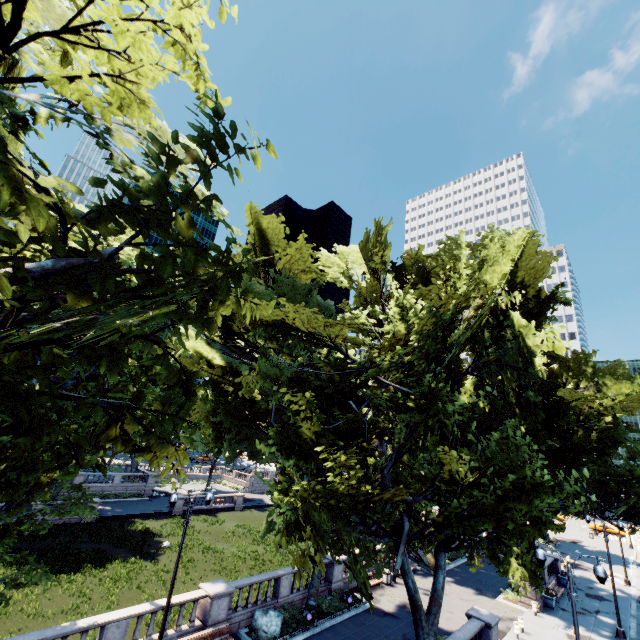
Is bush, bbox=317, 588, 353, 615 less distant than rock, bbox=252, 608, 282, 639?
No

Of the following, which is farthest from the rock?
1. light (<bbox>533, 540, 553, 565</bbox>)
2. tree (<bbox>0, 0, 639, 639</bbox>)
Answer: light (<bbox>533, 540, 553, 565</bbox>)

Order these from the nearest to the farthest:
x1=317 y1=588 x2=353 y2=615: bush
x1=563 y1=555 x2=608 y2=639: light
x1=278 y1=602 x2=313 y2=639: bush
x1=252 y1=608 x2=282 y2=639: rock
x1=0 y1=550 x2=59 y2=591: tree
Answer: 1. x1=563 y1=555 x2=608 y2=639: light
2. x1=0 y1=550 x2=59 y2=591: tree
3. x1=252 y1=608 x2=282 y2=639: rock
4. x1=278 y1=602 x2=313 y2=639: bush
5. x1=317 y1=588 x2=353 y2=615: bush

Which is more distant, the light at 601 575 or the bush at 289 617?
the bush at 289 617

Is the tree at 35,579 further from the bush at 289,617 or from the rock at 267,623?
the rock at 267,623

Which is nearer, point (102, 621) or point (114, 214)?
point (114, 214)

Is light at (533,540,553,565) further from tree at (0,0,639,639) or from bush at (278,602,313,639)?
bush at (278,602,313,639)

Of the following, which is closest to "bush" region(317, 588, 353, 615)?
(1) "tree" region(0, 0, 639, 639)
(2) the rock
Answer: (1) "tree" region(0, 0, 639, 639)
